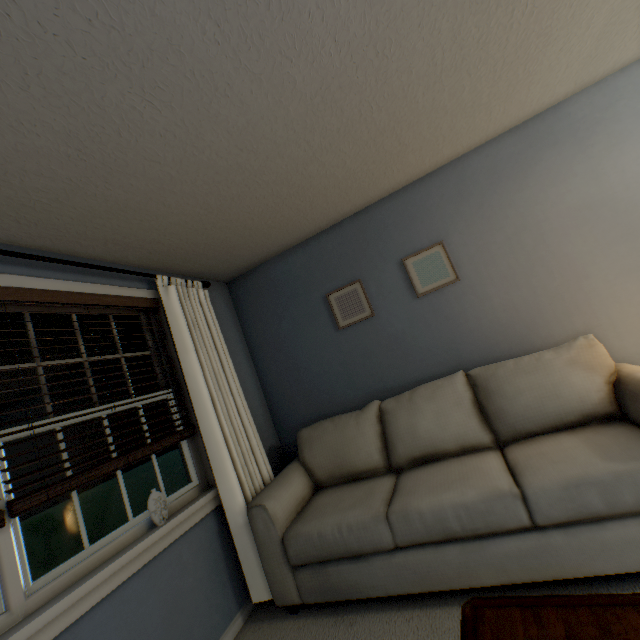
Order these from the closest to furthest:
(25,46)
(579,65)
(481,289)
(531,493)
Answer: (25,46) → (531,493) → (579,65) → (481,289)

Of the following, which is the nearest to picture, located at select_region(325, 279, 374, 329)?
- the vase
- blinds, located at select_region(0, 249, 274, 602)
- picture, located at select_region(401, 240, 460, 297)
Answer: picture, located at select_region(401, 240, 460, 297)

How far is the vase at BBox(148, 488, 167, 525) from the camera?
1.8 meters

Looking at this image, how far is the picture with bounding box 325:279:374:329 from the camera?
2.8 meters

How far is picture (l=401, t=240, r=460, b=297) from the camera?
2.6m

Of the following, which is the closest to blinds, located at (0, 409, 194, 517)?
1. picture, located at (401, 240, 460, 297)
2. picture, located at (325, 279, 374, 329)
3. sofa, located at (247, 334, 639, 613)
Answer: sofa, located at (247, 334, 639, 613)

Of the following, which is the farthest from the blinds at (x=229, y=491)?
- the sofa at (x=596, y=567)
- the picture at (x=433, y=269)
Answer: the picture at (x=433, y=269)

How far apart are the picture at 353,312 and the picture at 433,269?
0.44m
